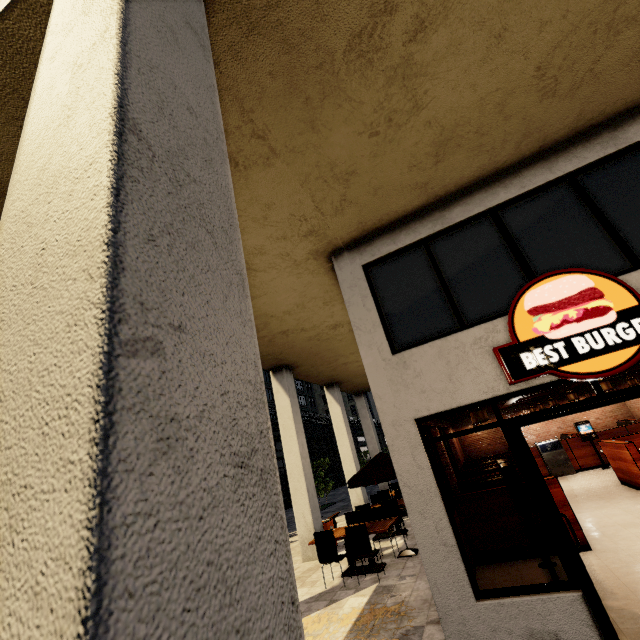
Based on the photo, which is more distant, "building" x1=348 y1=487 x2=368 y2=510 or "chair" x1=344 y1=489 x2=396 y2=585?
"building" x1=348 y1=487 x2=368 y2=510

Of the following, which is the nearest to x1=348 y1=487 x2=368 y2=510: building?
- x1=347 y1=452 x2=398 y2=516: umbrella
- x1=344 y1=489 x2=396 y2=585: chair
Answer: x1=347 y1=452 x2=398 y2=516: umbrella

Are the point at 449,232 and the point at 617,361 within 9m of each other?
yes

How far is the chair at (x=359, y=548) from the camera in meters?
6.8 m

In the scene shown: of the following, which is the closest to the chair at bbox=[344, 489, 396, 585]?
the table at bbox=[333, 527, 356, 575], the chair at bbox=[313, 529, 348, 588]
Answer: the table at bbox=[333, 527, 356, 575]

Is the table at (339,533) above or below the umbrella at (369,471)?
below

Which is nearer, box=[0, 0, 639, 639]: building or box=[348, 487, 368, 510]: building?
box=[0, 0, 639, 639]: building
